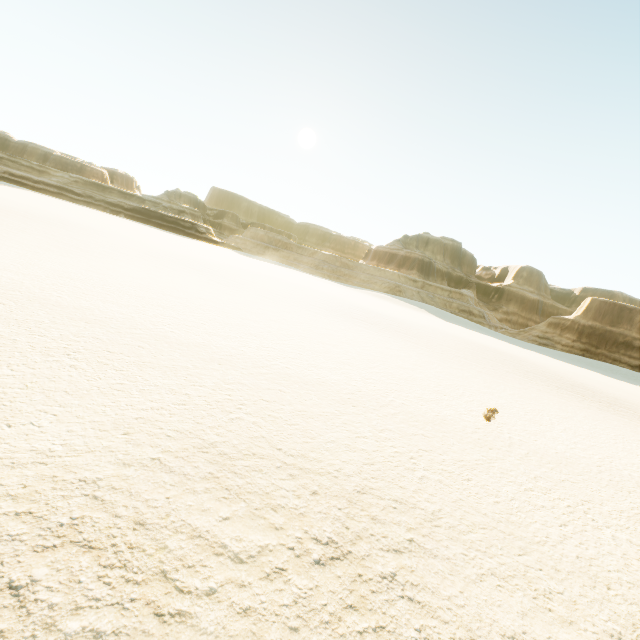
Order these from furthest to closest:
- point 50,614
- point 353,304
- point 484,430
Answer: point 353,304 < point 484,430 < point 50,614
